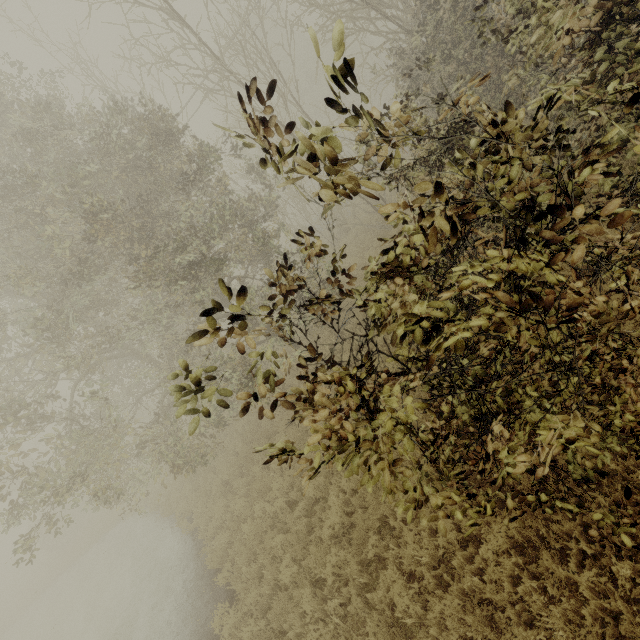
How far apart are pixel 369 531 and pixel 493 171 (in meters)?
6.57
